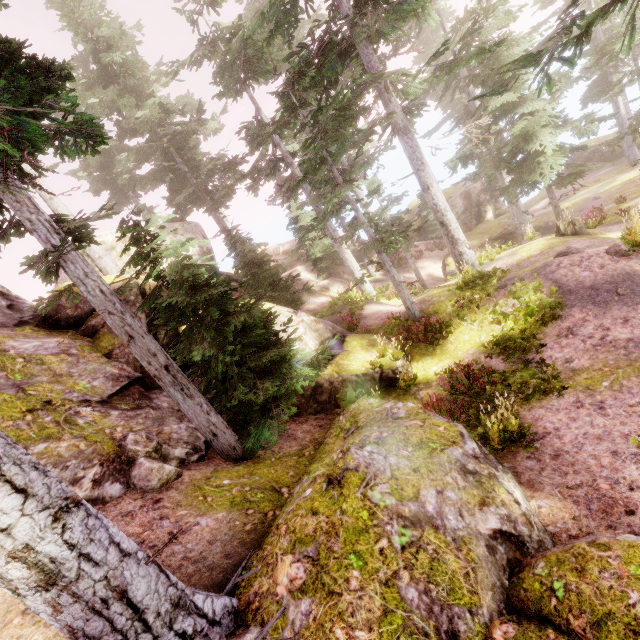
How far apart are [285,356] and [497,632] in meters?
6.5 m

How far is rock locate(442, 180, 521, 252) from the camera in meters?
24.7

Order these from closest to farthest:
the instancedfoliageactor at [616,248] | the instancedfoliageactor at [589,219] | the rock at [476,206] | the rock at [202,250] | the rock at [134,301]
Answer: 1. the instancedfoliageactor at [616,248]
2. the rock at [134,301]
3. the instancedfoliageactor at [589,219]
4. the rock at [202,250]
5. the rock at [476,206]

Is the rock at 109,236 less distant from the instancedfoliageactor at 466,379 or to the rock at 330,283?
the instancedfoliageactor at 466,379

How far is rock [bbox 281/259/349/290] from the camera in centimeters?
2340cm

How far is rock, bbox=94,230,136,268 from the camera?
15.0 meters

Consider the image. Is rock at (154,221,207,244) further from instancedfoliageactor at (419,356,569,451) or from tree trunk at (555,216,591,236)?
tree trunk at (555,216,591,236)

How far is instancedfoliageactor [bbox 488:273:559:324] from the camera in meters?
10.0 m
